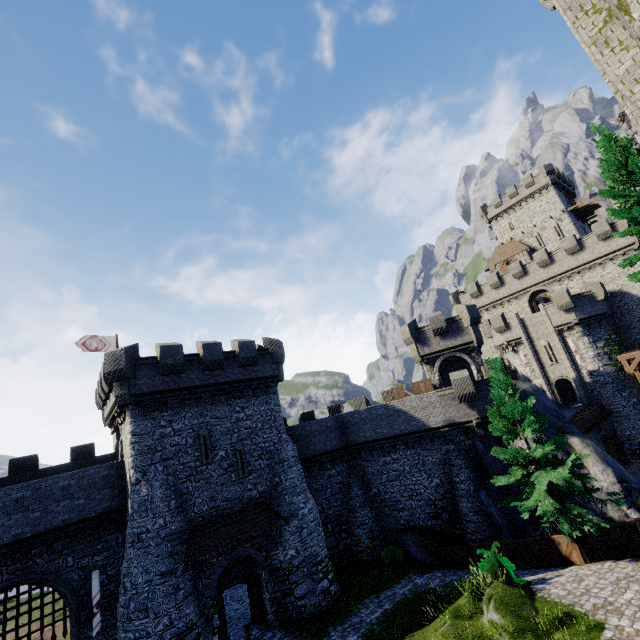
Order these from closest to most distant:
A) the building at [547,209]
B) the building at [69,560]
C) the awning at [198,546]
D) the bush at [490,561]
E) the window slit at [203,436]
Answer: the bush at [490,561]
the building at [69,560]
the awning at [198,546]
the window slit at [203,436]
the building at [547,209]

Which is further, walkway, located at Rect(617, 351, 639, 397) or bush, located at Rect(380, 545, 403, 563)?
walkway, located at Rect(617, 351, 639, 397)

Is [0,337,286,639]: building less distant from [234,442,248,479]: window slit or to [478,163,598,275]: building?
[234,442,248,479]: window slit

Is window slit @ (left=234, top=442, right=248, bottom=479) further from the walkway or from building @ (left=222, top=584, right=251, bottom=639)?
the walkway

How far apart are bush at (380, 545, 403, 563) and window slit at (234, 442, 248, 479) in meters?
11.1 m

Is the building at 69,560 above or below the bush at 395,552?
above

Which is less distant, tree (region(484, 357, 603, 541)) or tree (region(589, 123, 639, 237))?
tree (region(589, 123, 639, 237))

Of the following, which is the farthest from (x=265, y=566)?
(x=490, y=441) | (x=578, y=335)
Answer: (x=578, y=335)
